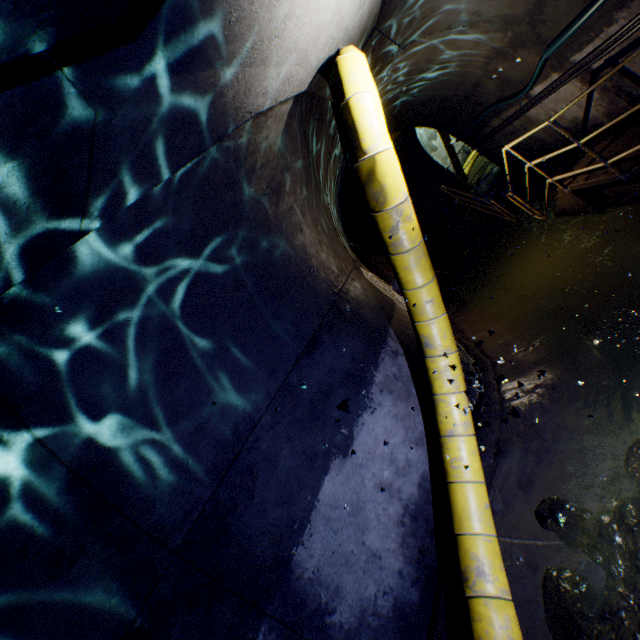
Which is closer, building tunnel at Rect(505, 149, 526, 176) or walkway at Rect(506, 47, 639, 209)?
walkway at Rect(506, 47, 639, 209)

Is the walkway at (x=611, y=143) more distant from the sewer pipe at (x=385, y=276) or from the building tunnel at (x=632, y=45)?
the sewer pipe at (x=385, y=276)

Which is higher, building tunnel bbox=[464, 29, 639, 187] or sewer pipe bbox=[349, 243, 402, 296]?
sewer pipe bbox=[349, 243, 402, 296]

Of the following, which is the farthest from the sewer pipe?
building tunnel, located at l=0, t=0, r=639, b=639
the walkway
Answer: the walkway

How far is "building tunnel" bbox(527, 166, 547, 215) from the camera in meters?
7.9

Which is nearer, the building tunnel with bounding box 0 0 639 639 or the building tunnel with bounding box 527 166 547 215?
the building tunnel with bounding box 0 0 639 639

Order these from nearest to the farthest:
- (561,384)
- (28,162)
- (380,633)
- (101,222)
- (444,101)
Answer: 1. (28,162)
2. (101,222)
3. (380,633)
4. (561,384)
5. (444,101)
